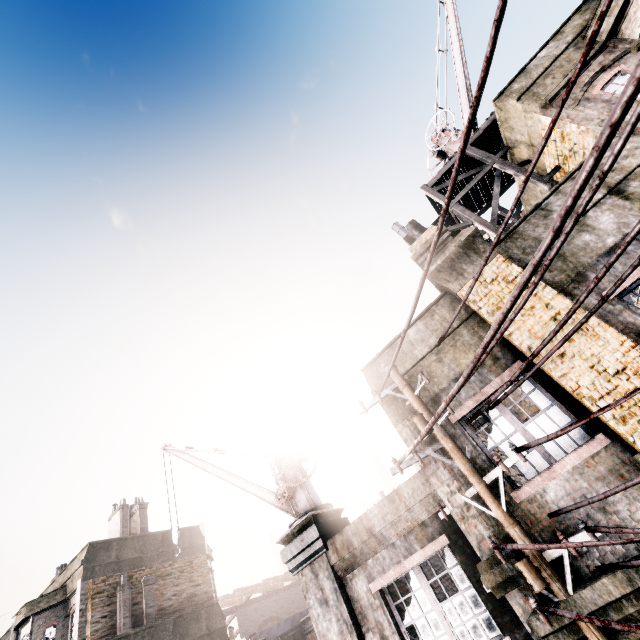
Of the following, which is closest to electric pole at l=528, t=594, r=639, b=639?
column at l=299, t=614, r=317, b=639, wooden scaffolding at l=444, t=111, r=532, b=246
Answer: wooden scaffolding at l=444, t=111, r=532, b=246

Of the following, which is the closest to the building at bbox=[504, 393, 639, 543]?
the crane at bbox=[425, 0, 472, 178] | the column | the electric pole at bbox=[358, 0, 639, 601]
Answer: the electric pole at bbox=[358, 0, 639, 601]

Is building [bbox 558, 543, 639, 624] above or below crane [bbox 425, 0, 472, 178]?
below

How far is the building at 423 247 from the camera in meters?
7.3

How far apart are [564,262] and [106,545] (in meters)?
20.15

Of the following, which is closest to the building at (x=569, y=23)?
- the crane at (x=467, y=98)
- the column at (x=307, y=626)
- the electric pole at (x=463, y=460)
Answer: the electric pole at (x=463, y=460)

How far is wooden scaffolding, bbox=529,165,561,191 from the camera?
8.21m

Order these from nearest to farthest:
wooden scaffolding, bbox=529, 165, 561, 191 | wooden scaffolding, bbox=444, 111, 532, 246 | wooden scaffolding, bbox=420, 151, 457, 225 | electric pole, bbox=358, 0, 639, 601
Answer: electric pole, bbox=358, 0, 639, 601
wooden scaffolding, bbox=529, 165, 561, 191
wooden scaffolding, bbox=444, 111, 532, 246
wooden scaffolding, bbox=420, 151, 457, 225
